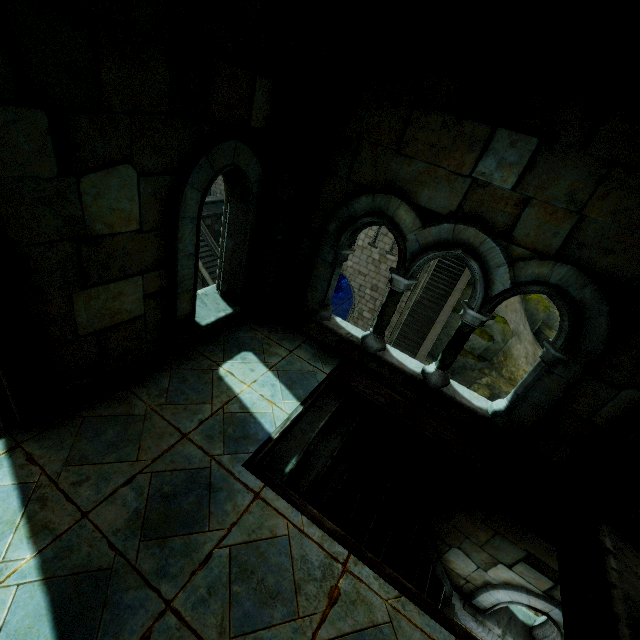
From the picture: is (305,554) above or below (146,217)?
below

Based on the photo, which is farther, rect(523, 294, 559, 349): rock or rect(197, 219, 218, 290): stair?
rect(523, 294, 559, 349): rock

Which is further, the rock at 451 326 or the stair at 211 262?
the rock at 451 326

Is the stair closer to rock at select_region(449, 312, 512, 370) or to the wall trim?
the wall trim

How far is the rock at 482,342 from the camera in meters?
20.8

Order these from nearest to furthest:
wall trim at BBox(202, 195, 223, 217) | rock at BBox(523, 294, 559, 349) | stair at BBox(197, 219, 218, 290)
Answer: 1. stair at BBox(197, 219, 218, 290)
2. wall trim at BBox(202, 195, 223, 217)
3. rock at BBox(523, 294, 559, 349)

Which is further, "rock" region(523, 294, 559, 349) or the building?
"rock" region(523, 294, 559, 349)
